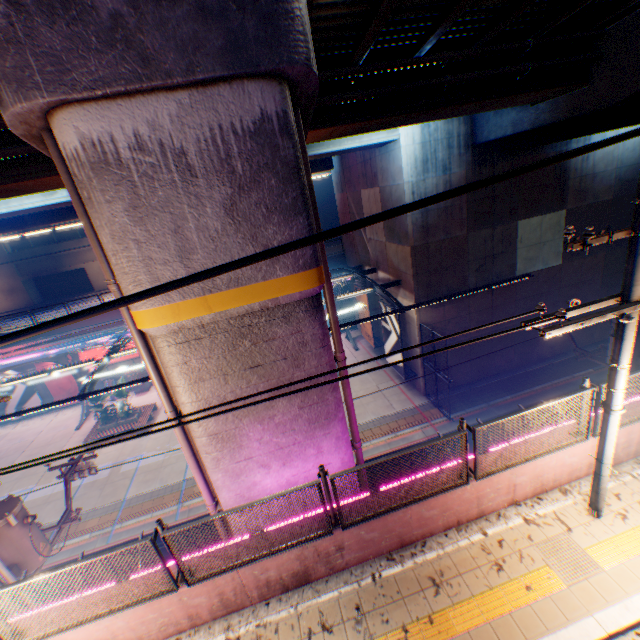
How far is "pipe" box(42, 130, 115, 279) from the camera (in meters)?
4.55

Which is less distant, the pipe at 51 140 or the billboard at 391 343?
the pipe at 51 140

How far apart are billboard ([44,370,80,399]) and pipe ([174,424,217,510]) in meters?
24.6 m

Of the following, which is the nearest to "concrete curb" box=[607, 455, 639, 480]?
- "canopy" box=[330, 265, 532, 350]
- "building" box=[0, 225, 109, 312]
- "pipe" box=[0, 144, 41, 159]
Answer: "canopy" box=[330, 265, 532, 350]

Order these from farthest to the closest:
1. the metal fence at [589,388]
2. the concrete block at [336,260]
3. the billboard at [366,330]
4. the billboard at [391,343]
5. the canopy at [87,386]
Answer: the concrete block at [336,260]
the billboard at [366,330]
the billboard at [391,343]
the canopy at [87,386]
the metal fence at [589,388]

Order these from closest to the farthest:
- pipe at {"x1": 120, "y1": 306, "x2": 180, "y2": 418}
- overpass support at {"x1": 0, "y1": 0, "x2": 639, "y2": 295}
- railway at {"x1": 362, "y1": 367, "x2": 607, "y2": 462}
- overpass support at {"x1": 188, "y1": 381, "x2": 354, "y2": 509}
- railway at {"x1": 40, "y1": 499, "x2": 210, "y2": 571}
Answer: overpass support at {"x1": 0, "y1": 0, "x2": 639, "y2": 295} < pipe at {"x1": 120, "y1": 306, "x2": 180, "y2": 418} < overpass support at {"x1": 188, "y1": 381, "x2": 354, "y2": 509} < railway at {"x1": 40, "y1": 499, "x2": 210, "y2": 571} < railway at {"x1": 362, "y1": 367, "x2": 607, "y2": 462}

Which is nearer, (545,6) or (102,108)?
(102,108)

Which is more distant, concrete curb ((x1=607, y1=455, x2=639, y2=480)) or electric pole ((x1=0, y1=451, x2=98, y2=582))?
electric pole ((x1=0, y1=451, x2=98, y2=582))
